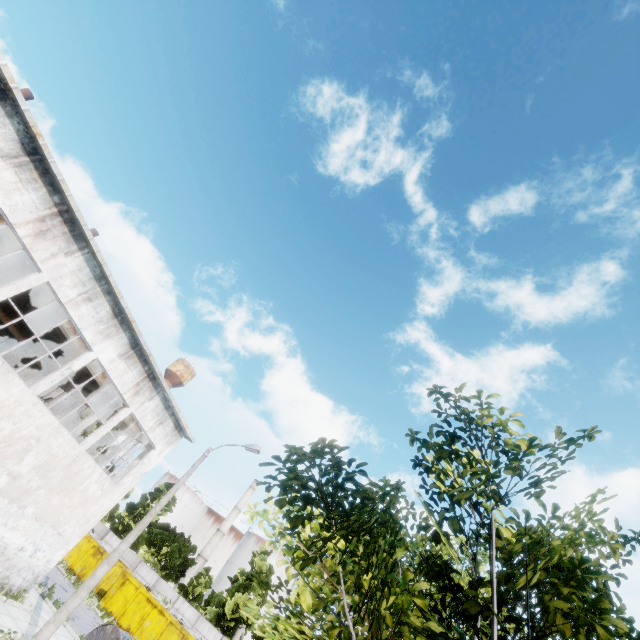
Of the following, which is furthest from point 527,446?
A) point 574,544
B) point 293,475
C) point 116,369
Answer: point 116,369

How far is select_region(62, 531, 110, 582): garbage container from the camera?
27.3 meters

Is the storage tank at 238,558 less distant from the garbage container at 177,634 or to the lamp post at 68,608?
the garbage container at 177,634

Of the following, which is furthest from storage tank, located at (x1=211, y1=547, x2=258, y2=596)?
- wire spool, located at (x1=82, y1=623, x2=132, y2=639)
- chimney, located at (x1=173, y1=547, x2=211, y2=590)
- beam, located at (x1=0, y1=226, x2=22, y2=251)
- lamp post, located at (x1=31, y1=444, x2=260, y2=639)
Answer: lamp post, located at (x1=31, y1=444, x2=260, y2=639)

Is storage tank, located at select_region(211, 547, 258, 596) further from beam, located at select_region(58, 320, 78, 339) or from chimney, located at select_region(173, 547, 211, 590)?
beam, located at select_region(58, 320, 78, 339)

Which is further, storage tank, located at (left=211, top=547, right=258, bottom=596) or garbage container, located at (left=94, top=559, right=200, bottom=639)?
storage tank, located at (left=211, top=547, right=258, bottom=596)

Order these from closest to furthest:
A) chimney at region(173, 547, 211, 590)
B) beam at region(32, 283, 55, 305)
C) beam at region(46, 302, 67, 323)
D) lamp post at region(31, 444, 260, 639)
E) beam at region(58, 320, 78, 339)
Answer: lamp post at region(31, 444, 260, 639)
beam at region(32, 283, 55, 305)
beam at region(46, 302, 67, 323)
beam at region(58, 320, 78, 339)
chimney at region(173, 547, 211, 590)

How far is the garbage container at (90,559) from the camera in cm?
2731
